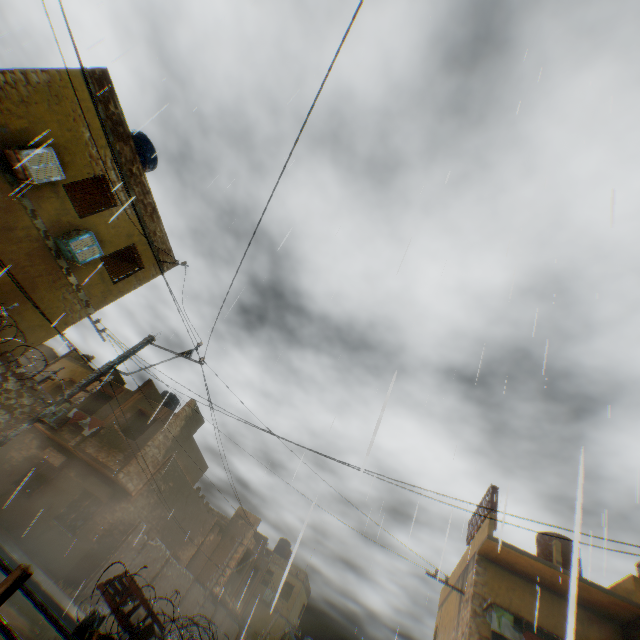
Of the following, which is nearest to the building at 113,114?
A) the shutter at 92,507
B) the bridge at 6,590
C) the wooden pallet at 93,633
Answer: the shutter at 92,507

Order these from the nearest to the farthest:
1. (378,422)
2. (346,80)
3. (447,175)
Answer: (378,422) → (447,175) → (346,80)

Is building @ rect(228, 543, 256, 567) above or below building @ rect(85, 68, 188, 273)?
below

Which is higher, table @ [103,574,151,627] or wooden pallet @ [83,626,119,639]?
table @ [103,574,151,627]

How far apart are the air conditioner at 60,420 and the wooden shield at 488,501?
21.5 meters

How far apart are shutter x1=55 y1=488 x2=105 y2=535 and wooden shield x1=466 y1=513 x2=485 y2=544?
17.66m

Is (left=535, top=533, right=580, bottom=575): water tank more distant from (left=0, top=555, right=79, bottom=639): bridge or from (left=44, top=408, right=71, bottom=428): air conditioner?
(left=44, top=408, right=71, bottom=428): air conditioner

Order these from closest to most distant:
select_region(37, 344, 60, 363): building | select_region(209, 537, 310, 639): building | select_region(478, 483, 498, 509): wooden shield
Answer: select_region(478, 483, 498, 509): wooden shield → select_region(209, 537, 310, 639): building → select_region(37, 344, 60, 363): building
